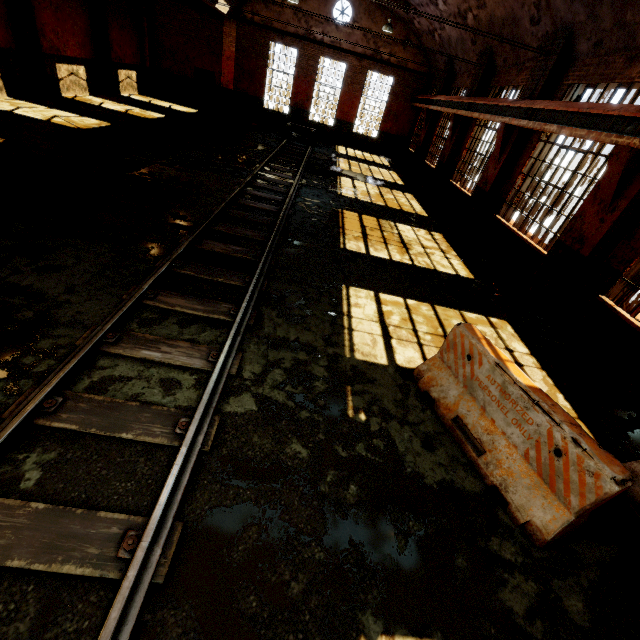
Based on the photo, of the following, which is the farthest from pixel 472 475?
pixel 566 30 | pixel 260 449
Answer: pixel 566 30

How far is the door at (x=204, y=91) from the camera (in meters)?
20.96

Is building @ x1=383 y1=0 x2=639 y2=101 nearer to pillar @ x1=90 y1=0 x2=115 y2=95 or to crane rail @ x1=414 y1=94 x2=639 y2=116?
crane rail @ x1=414 y1=94 x2=639 y2=116

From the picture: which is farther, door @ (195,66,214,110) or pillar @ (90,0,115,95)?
door @ (195,66,214,110)

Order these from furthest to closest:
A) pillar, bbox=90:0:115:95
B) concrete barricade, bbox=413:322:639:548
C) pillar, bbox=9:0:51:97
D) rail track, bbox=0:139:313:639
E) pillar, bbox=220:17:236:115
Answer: pillar, bbox=220:17:236:115 → pillar, bbox=90:0:115:95 → pillar, bbox=9:0:51:97 → concrete barricade, bbox=413:322:639:548 → rail track, bbox=0:139:313:639

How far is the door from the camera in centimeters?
2096cm

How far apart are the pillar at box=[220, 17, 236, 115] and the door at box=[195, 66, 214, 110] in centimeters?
37cm

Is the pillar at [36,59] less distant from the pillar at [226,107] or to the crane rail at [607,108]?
the pillar at [226,107]
